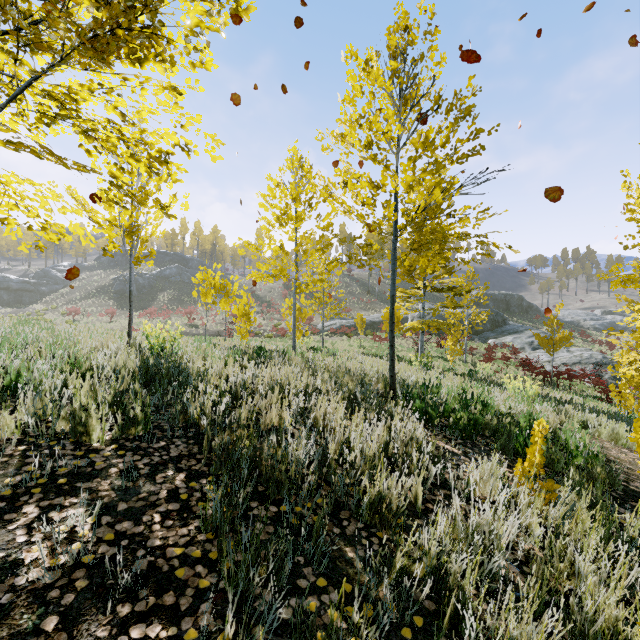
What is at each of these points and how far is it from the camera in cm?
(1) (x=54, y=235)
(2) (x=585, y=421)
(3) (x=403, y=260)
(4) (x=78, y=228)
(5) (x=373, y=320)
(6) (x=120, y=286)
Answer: (1) instancedfoliageactor, 422
(2) instancedfoliageactor, 697
(3) instancedfoliageactor, 528
(4) instancedfoliageactor, 427
(5) rock, 3744
(6) rock, 4981

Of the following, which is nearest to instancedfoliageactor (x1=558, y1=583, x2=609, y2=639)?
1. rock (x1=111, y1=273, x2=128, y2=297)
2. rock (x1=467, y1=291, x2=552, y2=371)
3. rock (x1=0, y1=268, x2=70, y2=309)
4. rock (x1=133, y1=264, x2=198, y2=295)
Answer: rock (x1=467, y1=291, x2=552, y2=371)

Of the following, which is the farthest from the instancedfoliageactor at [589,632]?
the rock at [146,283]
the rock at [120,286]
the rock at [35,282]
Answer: the rock at [35,282]

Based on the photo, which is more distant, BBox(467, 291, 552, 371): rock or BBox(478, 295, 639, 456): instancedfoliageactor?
BBox(467, 291, 552, 371): rock

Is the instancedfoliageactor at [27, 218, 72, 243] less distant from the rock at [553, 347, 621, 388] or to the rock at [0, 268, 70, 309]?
the rock at [553, 347, 621, 388]

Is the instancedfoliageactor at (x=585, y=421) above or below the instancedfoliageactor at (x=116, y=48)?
below

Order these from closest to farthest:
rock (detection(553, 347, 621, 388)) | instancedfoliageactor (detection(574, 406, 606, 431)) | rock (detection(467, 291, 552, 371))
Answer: instancedfoliageactor (detection(574, 406, 606, 431)) → rock (detection(553, 347, 621, 388)) → rock (detection(467, 291, 552, 371))
